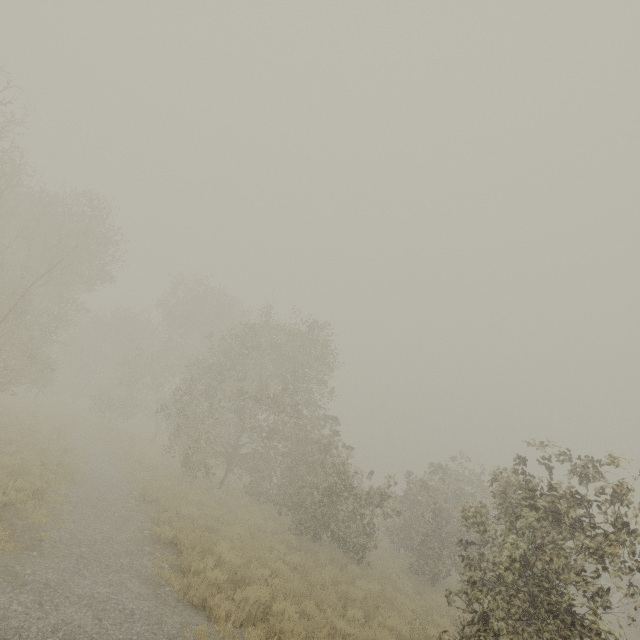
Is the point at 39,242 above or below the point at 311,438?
above
